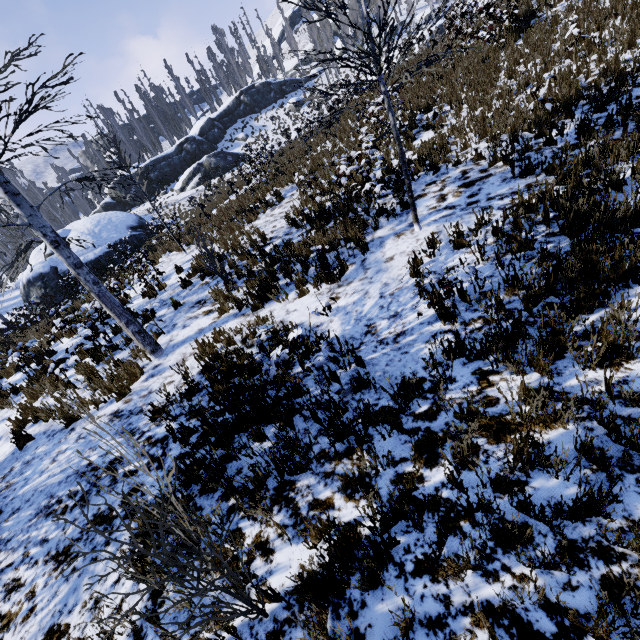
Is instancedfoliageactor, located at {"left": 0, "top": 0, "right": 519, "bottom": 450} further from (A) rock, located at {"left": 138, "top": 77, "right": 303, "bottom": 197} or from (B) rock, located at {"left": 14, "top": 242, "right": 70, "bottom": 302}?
(B) rock, located at {"left": 14, "top": 242, "right": 70, "bottom": 302}

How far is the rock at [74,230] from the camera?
22.5 meters

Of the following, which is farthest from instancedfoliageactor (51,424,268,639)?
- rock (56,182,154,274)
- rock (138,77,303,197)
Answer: rock (56,182,154,274)

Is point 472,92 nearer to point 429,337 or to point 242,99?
point 429,337

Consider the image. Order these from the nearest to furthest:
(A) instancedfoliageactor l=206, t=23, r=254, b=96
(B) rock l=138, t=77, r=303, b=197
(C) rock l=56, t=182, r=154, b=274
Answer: (C) rock l=56, t=182, r=154, b=274 → (B) rock l=138, t=77, r=303, b=197 → (A) instancedfoliageactor l=206, t=23, r=254, b=96
